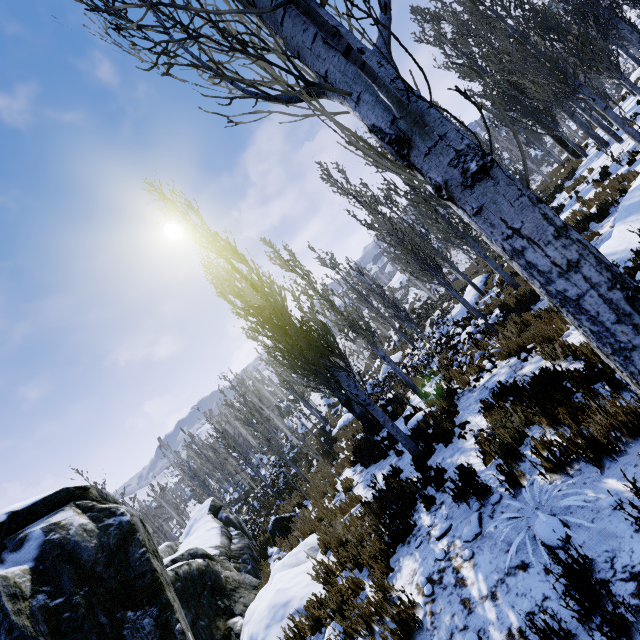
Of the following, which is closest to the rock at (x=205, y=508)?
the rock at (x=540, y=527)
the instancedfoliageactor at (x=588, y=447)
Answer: the instancedfoliageactor at (x=588, y=447)

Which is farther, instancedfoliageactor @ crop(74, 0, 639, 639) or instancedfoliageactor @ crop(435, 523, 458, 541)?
instancedfoliageactor @ crop(435, 523, 458, 541)

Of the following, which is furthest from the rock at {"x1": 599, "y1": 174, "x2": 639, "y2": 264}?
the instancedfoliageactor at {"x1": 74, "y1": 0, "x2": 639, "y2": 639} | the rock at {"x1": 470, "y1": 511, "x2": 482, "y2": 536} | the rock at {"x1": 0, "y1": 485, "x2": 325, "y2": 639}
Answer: the rock at {"x1": 0, "y1": 485, "x2": 325, "y2": 639}

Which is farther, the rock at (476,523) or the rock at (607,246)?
the rock at (607,246)

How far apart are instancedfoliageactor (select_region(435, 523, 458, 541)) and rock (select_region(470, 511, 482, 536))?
0.39m

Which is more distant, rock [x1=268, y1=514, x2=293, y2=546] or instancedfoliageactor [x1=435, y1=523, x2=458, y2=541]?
rock [x1=268, y1=514, x2=293, y2=546]

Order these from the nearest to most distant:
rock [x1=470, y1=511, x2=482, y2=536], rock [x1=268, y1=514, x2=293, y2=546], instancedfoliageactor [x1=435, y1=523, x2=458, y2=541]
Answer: rock [x1=470, y1=511, x2=482, y2=536]
instancedfoliageactor [x1=435, y1=523, x2=458, y2=541]
rock [x1=268, y1=514, x2=293, y2=546]

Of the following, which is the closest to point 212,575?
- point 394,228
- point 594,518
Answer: point 594,518
